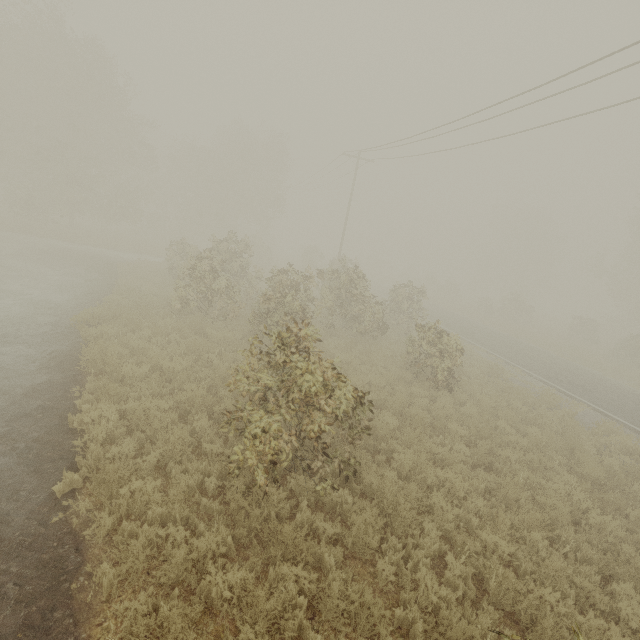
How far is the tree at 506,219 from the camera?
36.8m

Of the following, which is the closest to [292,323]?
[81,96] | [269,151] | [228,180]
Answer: [81,96]

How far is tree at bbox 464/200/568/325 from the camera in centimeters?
3678cm

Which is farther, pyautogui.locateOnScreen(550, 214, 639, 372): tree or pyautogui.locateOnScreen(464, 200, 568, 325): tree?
pyautogui.locateOnScreen(464, 200, 568, 325): tree

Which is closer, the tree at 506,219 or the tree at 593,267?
the tree at 593,267
